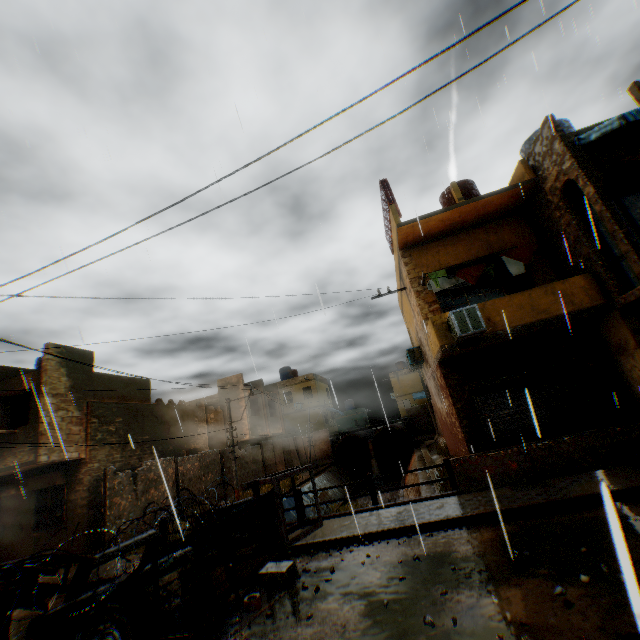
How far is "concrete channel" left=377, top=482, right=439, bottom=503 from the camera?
12.8m

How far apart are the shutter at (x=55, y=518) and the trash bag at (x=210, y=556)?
10.4 meters

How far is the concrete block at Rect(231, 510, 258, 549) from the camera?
8.74m

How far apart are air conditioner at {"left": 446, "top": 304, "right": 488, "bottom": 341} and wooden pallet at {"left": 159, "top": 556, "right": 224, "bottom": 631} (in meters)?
7.05

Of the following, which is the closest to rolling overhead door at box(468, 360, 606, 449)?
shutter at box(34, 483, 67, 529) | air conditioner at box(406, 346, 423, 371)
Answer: air conditioner at box(406, 346, 423, 371)

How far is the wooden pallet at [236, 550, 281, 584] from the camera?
6.6 meters

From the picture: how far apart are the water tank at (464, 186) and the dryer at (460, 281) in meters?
3.0 m

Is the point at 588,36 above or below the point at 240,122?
above
